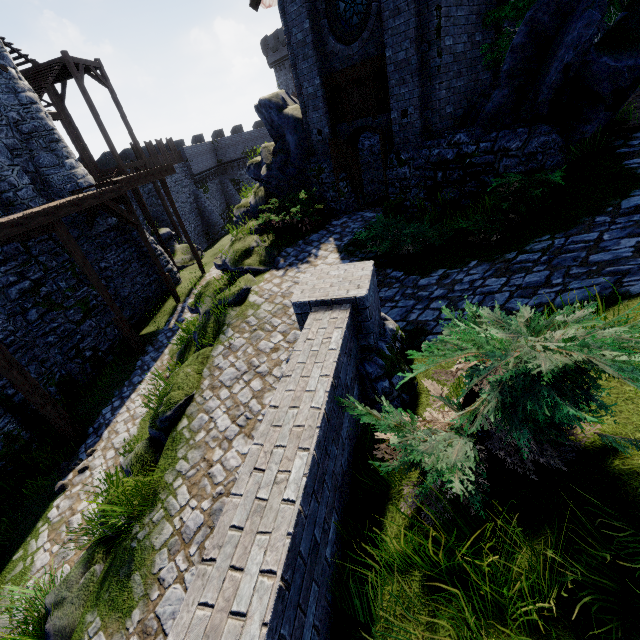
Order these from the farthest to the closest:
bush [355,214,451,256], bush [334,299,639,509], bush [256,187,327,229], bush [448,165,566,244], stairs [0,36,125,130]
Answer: stairs [0,36,125,130] → bush [256,187,327,229] → bush [355,214,451,256] → bush [448,165,566,244] → bush [334,299,639,509]

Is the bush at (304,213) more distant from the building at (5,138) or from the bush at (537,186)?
the building at (5,138)

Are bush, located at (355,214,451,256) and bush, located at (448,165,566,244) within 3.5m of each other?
yes

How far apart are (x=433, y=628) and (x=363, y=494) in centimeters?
117cm

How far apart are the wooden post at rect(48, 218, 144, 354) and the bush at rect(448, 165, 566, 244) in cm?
1161

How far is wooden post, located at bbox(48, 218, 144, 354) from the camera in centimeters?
1036cm

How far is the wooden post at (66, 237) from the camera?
10.4m

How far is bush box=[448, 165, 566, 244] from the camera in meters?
6.1
